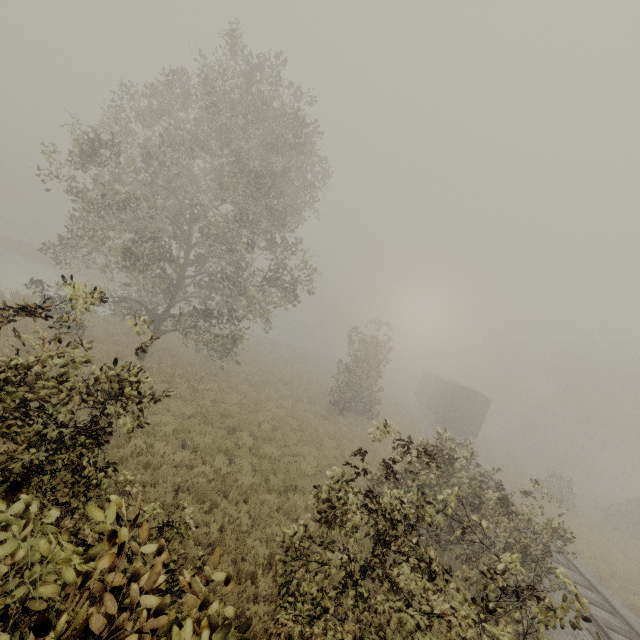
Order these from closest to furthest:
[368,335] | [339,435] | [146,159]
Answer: [146,159]
[339,435]
[368,335]

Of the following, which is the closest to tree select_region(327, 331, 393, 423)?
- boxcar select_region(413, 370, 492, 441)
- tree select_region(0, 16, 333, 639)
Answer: tree select_region(0, 16, 333, 639)

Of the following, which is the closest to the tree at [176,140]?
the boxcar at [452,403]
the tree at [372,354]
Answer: the tree at [372,354]

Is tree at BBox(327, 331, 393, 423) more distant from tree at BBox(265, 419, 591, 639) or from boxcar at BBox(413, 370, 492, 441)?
boxcar at BBox(413, 370, 492, 441)

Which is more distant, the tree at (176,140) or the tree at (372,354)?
the tree at (372,354)
